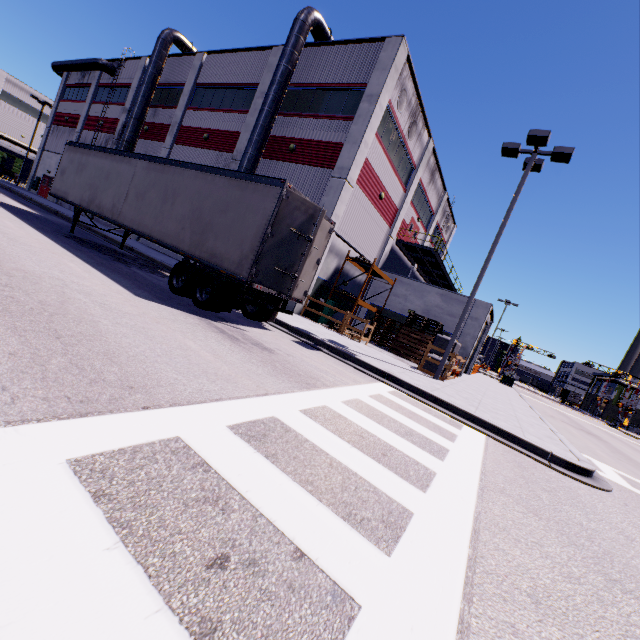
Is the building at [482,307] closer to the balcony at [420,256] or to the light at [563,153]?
the balcony at [420,256]

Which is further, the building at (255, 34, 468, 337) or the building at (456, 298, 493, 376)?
the building at (456, 298, 493, 376)

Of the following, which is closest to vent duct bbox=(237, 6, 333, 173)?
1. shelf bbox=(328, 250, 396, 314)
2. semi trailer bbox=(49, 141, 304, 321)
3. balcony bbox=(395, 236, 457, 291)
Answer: semi trailer bbox=(49, 141, 304, 321)

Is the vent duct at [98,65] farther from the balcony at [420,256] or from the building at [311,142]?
the balcony at [420,256]

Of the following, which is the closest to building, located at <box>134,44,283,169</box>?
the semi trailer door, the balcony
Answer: the balcony

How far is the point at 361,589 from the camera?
2.01m

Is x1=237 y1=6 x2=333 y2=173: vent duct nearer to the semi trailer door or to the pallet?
the semi trailer door

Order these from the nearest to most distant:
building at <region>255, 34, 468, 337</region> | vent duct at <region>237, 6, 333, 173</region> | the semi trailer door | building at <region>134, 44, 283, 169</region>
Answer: the semi trailer door → building at <region>255, 34, 468, 337</region> → vent duct at <region>237, 6, 333, 173</region> → building at <region>134, 44, 283, 169</region>
